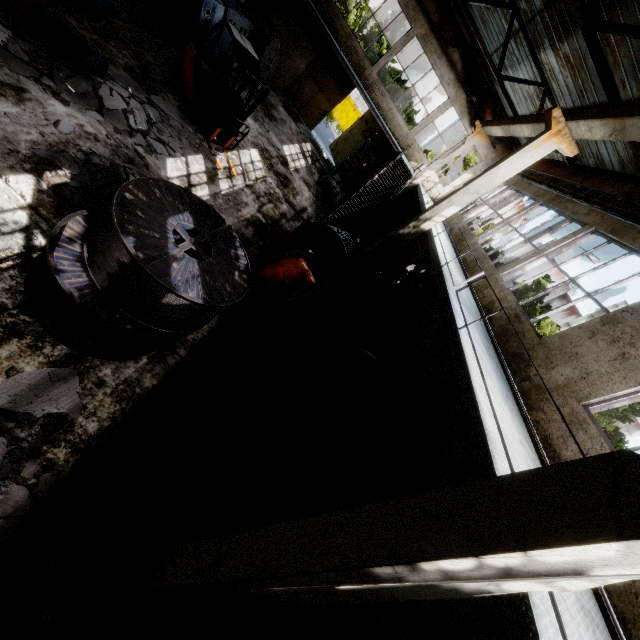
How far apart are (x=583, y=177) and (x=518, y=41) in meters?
5.8

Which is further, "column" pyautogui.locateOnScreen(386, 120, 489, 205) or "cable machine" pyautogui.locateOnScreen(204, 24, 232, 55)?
"column" pyautogui.locateOnScreen(386, 120, 489, 205)

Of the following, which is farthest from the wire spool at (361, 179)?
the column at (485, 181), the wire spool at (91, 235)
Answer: the wire spool at (91, 235)

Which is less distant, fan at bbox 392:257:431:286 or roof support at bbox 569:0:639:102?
roof support at bbox 569:0:639:102

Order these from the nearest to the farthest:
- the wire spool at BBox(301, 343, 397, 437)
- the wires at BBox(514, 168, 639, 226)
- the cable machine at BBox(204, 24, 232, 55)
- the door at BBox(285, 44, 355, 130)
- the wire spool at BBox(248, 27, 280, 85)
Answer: the wire spool at BBox(301, 343, 397, 437) → the wires at BBox(514, 168, 639, 226) → the cable machine at BBox(204, 24, 232, 55) → the wire spool at BBox(248, 27, 280, 85) → the door at BBox(285, 44, 355, 130)

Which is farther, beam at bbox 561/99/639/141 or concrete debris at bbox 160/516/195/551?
beam at bbox 561/99/639/141

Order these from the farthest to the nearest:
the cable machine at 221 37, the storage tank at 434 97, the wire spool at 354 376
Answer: the storage tank at 434 97
the cable machine at 221 37
the wire spool at 354 376

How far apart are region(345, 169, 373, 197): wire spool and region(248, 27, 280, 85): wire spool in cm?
715
